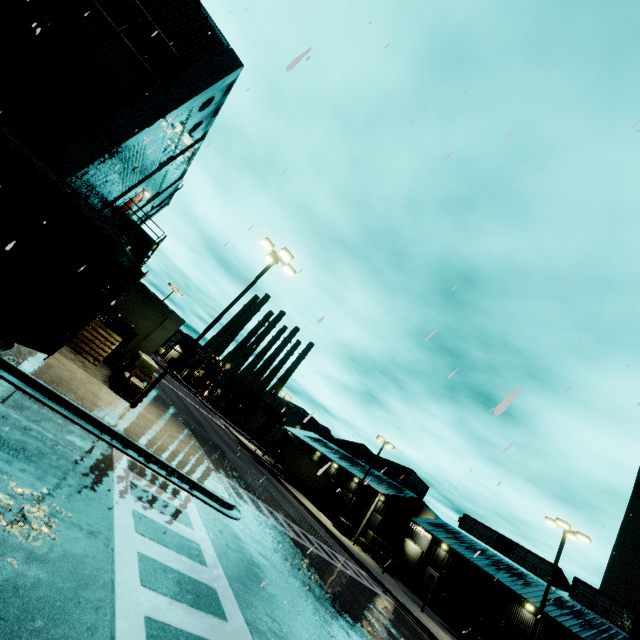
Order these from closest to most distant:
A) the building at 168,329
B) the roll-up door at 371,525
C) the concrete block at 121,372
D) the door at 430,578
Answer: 1. the concrete block at 121,372
2. the building at 168,329
3. the door at 430,578
4. the roll-up door at 371,525

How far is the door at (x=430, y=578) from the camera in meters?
36.3 m

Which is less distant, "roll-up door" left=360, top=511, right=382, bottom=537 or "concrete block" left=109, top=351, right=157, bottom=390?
"concrete block" left=109, top=351, right=157, bottom=390

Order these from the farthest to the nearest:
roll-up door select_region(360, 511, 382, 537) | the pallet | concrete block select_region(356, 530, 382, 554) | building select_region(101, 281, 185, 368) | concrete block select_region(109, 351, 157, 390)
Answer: roll-up door select_region(360, 511, 382, 537), concrete block select_region(356, 530, 382, 554), building select_region(101, 281, 185, 368), the pallet, concrete block select_region(109, 351, 157, 390)

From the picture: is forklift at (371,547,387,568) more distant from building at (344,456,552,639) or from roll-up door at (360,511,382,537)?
roll-up door at (360,511,382,537)

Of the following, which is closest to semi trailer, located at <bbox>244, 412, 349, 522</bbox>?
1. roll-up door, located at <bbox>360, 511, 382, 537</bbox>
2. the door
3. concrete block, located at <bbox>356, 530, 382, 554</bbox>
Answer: concrete block, located at <bbox>356, 530, 382, 554</bbox>

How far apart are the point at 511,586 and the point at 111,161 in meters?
42.4

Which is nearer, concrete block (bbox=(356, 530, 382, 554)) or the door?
concrete block (bbox=(356, 530, 382, 554))
